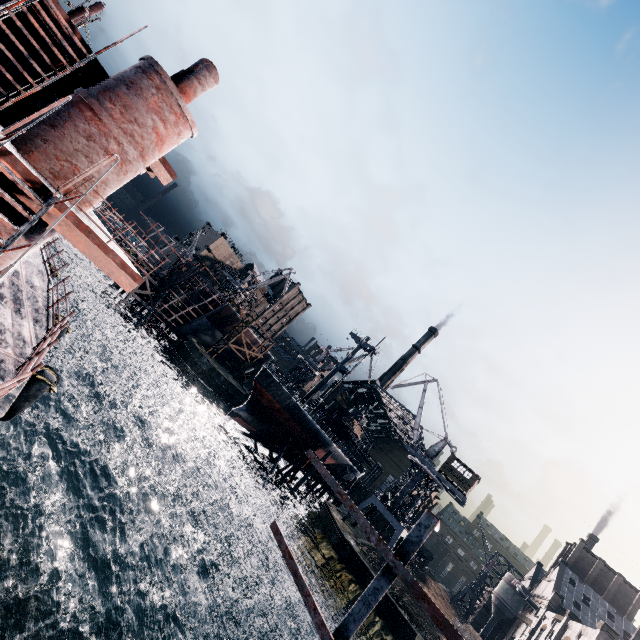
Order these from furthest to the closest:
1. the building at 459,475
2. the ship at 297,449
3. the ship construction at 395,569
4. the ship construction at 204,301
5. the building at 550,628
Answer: the ship construction at 204,301 → the building at 459,475 → the ship at 297,449 → the building at 550,628 → the ship construction at 395,569

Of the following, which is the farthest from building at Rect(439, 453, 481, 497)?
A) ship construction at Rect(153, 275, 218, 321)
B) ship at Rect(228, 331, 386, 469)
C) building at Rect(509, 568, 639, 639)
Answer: ship construction at Rect(153, 275, 218, 321)

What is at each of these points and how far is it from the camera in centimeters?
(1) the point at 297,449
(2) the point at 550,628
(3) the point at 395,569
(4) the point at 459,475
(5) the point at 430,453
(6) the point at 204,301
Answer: (1) ship, 5053cm
(2) building, 4575cm
(3) ship construction, 461cm
(4) building, 4672cm
(5) crane, 5131cm
(6) ship construction, 5941cm

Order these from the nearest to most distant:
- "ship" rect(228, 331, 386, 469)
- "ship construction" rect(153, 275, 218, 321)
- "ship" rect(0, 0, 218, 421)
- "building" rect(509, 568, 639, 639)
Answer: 1. "ship" rect(0, 0, 218, 421)
2. "building" rect(509, 568, 639, 639)
3. "ship" rect(228, 331, 386, 469)
4. "ship construction" rect(153, 275, 218, 321)

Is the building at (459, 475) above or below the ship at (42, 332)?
above

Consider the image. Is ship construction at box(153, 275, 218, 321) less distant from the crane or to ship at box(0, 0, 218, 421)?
ship at box(0, 0, 218, 421)

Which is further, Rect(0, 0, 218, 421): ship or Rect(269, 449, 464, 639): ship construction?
Rect(0, 0, 218, 421): ship

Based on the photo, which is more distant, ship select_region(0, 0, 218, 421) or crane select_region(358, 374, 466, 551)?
crane select_region(358, 374, 466, 551)
